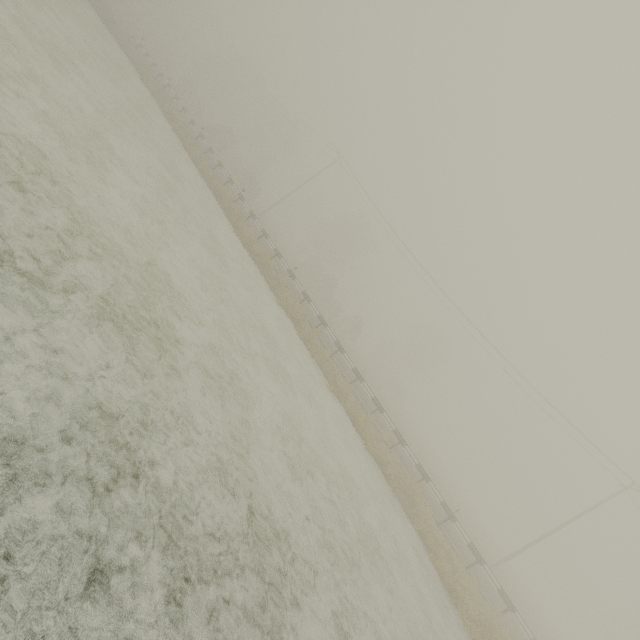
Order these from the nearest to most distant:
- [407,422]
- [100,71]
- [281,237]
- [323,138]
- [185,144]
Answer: [100,71] → [185,144] → [323,138] → [407,422] → [281,237]
